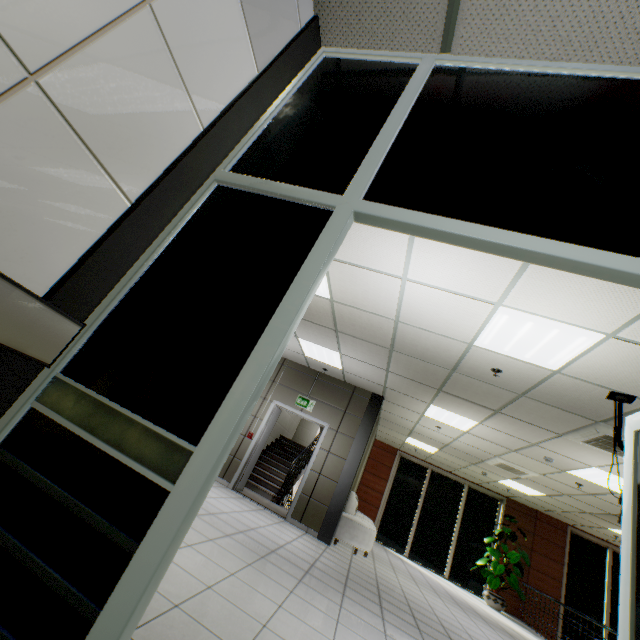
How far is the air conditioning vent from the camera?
4.5m

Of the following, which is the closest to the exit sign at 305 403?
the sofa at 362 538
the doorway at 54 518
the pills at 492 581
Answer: the sofa at 362 538

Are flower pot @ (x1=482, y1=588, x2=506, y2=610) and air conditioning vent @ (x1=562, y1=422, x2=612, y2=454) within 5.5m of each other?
no

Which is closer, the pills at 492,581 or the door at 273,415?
the door at 273,415

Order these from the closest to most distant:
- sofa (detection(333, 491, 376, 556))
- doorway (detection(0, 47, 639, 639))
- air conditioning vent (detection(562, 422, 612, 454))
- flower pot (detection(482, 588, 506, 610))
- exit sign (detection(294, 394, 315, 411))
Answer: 1. doorway (detection(0, 47, 639, 639))
2. air conditioning vent (detection(562, 422, 612, 454))
3. sofa (detection(333, 491, 376, 556))
4. exit sign (detection(294, 394, 315, 411))
5. flower pot (detection(482, 588, 506, 610))

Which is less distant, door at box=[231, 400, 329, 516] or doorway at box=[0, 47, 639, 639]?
doorway at box=[0, 47, 639, 639]

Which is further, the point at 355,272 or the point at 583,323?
the point at 355,272

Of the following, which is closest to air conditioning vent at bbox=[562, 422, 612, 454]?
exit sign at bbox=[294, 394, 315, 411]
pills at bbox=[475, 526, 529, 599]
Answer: exit sign at bbox=[294, 394, 315, 411]
